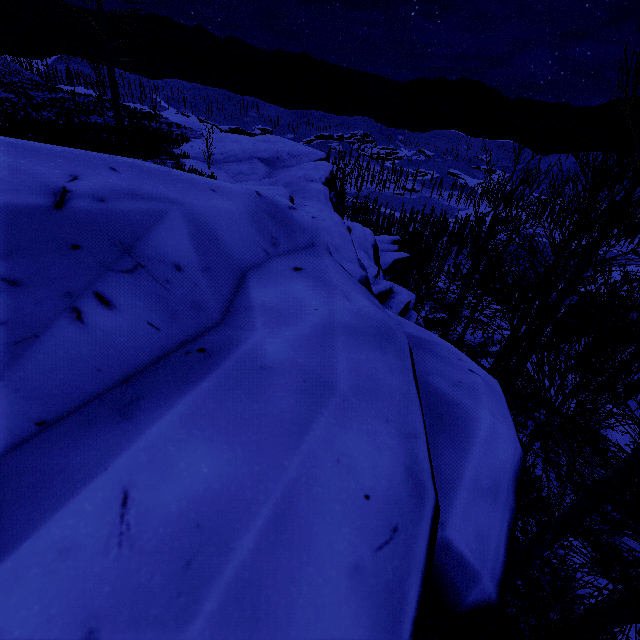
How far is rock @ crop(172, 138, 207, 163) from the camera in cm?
1452

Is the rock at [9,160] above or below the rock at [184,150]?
above

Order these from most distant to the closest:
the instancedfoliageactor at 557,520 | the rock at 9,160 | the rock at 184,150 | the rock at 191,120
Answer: the rock at 191,120, the rock at 184,150, the instancedfoliageactor at 557,520, the rock at 9,160

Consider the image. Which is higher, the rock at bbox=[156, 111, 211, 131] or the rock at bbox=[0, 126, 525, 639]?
the rock at bbox=[0, 126, 525, 639]

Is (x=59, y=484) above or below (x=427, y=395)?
above

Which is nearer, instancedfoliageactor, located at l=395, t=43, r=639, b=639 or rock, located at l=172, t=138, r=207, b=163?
instancedfoliageactor, located at l=395, t=43, r=639, b=639
